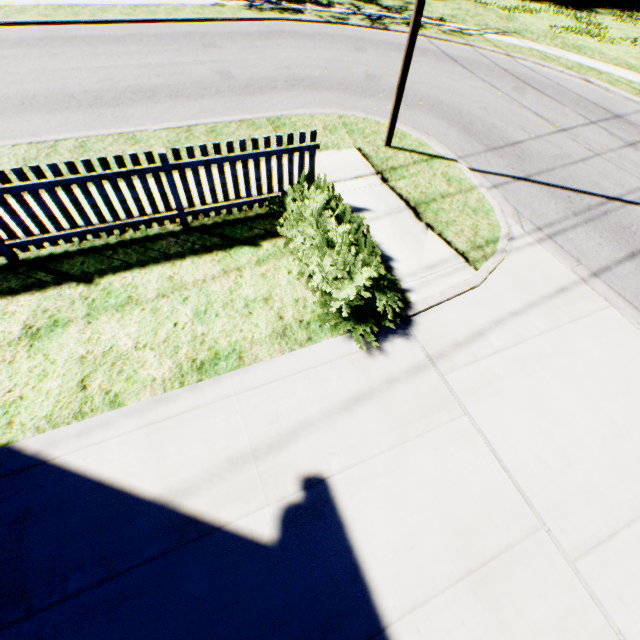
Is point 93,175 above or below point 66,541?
above

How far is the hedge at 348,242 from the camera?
4.3 meters

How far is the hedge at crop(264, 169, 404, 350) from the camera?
4.3 meters
